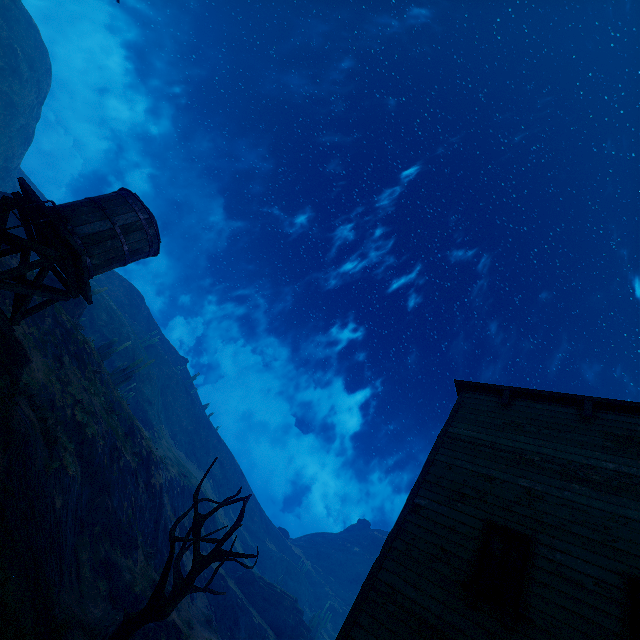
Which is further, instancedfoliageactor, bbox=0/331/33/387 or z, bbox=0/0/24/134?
z, bbox=0/0/24/134

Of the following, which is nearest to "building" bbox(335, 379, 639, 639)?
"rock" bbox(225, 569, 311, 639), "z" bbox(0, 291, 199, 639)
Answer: "z" bbox(0, 291, 199, 639)

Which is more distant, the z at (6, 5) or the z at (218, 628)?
the z at (6, 5)

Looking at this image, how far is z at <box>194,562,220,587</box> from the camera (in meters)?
35.59

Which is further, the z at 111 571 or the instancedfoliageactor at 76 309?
the instancedfoliageactor at 76 309

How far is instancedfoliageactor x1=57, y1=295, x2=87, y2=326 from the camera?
25.44m

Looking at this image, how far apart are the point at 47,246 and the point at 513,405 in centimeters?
1570cm

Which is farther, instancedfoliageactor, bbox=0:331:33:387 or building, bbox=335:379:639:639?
instancedfoliageactor, bbox=0:331:33:387
